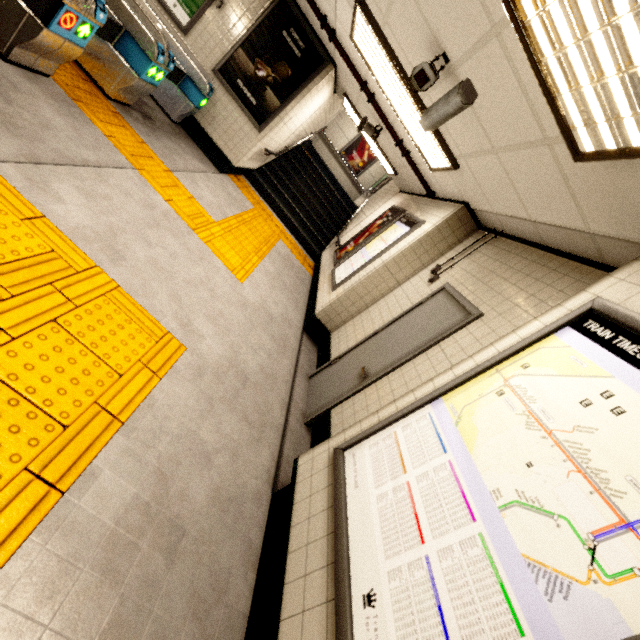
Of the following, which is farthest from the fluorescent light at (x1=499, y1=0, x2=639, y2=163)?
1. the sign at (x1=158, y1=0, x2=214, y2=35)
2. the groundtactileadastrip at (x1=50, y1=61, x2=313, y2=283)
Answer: the sign at (x1=158, y1=0, x2=214, y2=35)

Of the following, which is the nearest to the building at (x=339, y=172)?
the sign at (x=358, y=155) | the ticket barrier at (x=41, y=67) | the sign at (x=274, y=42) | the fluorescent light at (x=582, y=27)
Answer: the sign at (x=358, y=155)

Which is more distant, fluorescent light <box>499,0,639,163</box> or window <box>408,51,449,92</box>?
window <box>408,51,449,92</box>

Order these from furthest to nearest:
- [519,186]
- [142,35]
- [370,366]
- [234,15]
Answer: [234,15] → [142,35] → [370,366] → [519,186]

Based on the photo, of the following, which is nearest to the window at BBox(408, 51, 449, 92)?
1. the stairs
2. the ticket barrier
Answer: the ticket barrier

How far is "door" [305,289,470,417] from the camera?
3.3 meters

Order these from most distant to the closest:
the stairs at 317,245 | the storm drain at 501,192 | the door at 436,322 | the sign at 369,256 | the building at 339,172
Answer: the building at 339,172, the stairs at 317,245, the sign at 369,256, the door at 436,322, the storm drain at 501,192

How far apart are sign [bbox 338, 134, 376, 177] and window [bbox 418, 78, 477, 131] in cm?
1205
